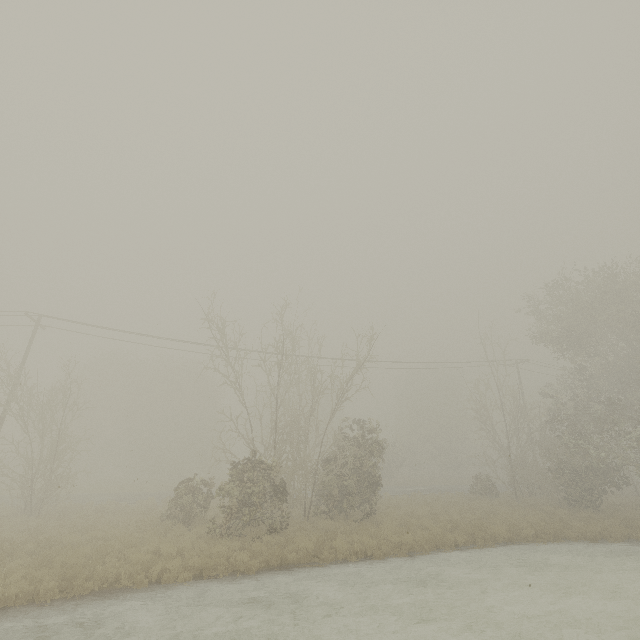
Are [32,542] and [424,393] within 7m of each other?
no
